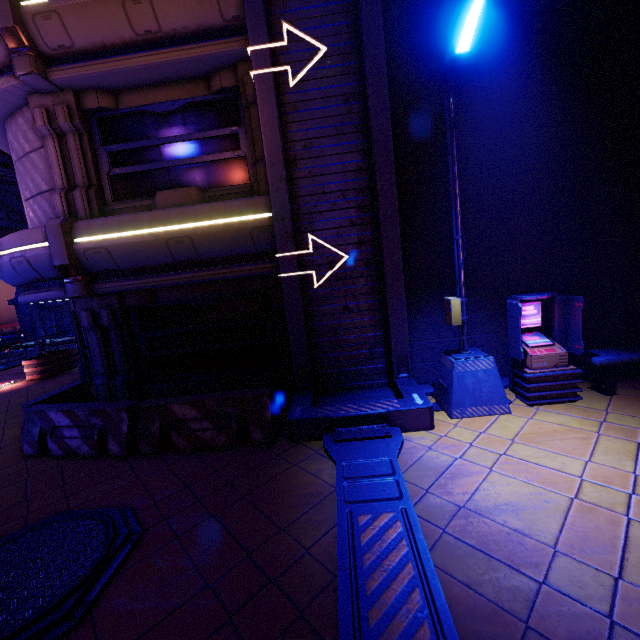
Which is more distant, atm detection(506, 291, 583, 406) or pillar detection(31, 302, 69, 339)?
pillar detection(31, 302, 69, 339)

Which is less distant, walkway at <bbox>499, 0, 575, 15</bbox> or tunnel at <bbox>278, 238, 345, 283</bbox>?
walkway at <bbox>499, 0, 575, 15</bbox>

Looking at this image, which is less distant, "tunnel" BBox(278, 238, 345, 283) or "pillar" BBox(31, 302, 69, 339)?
"tunnel" BBox(278, 238, 345, 283)

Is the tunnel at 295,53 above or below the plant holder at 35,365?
above

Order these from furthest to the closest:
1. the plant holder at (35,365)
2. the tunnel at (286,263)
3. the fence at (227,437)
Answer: the plant holder at (35,365), the tunnel at (286,263), the fence at (227,437)

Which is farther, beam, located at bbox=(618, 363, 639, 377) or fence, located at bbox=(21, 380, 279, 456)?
beam, located at bbox=(618, 363, 639, 377)

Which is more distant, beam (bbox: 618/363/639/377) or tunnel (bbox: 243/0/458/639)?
beam (bbox: 618/363/639/377)

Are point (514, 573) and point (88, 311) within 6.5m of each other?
no
